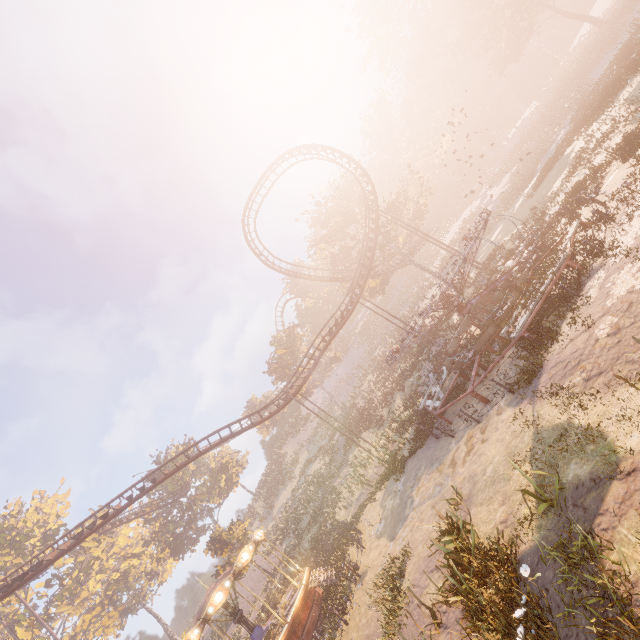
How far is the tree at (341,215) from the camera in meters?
37.5

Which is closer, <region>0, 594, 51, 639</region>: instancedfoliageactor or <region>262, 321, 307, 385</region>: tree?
<region>0, 594, 51, 639</region>: instancedfoliageactor

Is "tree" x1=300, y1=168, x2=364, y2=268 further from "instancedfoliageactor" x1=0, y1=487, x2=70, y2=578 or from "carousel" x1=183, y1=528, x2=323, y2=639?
"instancedfoliageactor" x1=0, y1=487, x2=70, y2=578

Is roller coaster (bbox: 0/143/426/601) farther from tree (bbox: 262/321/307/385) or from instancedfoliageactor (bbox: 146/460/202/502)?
instancedfoliageactor (bbox: 146/460/202/502)

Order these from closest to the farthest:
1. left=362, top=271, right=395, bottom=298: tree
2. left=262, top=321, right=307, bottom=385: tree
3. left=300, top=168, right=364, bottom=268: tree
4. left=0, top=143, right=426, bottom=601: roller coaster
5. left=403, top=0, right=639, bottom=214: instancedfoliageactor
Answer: left=0, top=143, right=426, bottom=601: roller coaster, left=403, top=0, right=639, bottom=214: instancedfoliageactor, left=300, top=168, right=364, bottom=268: tree, left=362, top=271, right=395, bottom=298: tree, left=262, top=321, right=307, bottom=385: tree

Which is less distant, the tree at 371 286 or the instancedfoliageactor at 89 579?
the instancedfoliageactor at 89 579

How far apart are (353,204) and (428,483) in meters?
30.1 m

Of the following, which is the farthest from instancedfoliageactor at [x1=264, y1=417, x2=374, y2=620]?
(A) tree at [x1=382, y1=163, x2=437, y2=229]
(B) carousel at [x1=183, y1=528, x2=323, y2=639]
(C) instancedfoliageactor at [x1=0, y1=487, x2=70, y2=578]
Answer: (A) tree at [x1=382, y1=163, x2=437, y2=229]
